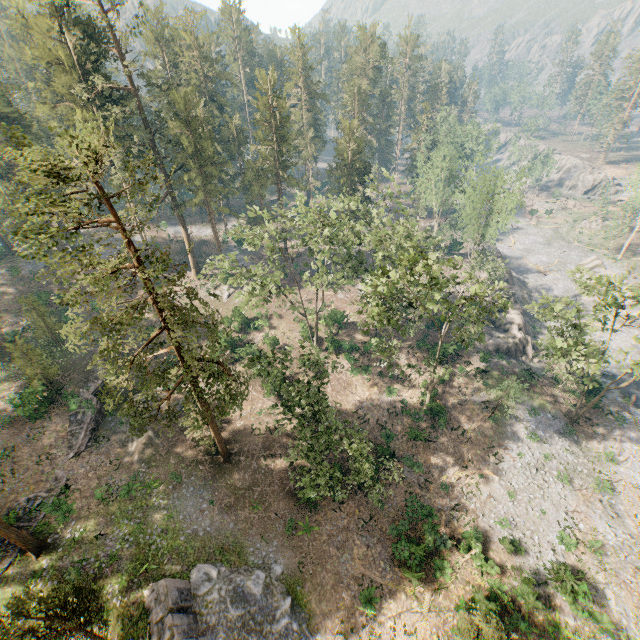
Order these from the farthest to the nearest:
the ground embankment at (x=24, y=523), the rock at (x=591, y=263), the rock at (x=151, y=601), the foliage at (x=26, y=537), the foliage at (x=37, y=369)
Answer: the rock at (x=591, y=263), the foliage at (x=37, y=369), the ground embankment at (x=24, y=523), the foliage at (x=26, y=537), the rock at (x=151, y=601)

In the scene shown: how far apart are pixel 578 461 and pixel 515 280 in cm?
3415

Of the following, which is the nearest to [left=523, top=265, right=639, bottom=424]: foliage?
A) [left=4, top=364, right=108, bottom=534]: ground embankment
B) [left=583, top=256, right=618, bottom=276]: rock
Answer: [left=4, top=364, right=108, bottom=534]: ground embankment

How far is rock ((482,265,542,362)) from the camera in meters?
41.6 m

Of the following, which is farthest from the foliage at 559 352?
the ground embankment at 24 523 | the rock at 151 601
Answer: the ground embankment at 24 523

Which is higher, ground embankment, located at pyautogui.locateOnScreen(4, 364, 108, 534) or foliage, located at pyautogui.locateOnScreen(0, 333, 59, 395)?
foliage, located at pyautogui.locateOnScreen(0, 333, 59, 395)

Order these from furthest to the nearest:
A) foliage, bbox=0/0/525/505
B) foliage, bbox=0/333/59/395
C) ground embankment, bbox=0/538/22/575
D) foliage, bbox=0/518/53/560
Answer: foliage, bbox=0/333/59/395, ground embankment, bbox=0/538/22/575, foliage, bbox=0/518/53/560, foliage, bbox=0/0/525/505
